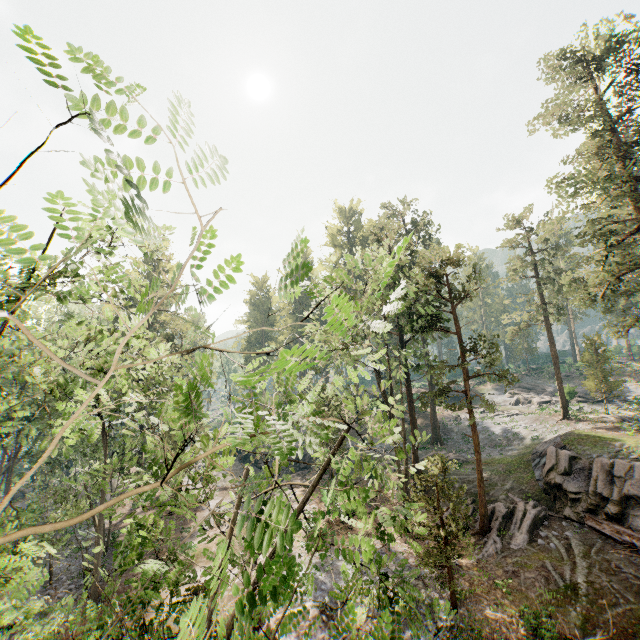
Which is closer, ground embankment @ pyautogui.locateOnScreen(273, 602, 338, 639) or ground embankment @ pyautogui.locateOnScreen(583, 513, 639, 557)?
ground embankment @ pyautogui.locateOnScreen(273, 602, 338, 639)

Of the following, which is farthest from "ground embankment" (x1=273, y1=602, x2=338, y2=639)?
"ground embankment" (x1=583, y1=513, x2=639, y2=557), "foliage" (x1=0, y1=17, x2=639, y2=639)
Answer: "ground embankment" (x1=583, y1=513, x2=639, y2=557)

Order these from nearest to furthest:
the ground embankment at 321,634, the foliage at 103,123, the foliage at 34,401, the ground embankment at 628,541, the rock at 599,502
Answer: the foliage at 103,123 < the foliage at 34,401 < the ground embankment at 321,634 < the ground embankment at 628,541 < the rock at 599,502

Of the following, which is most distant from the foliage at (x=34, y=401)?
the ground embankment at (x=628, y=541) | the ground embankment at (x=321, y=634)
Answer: the ground embankment at (x=628, y=541)

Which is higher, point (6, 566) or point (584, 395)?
point (584, 395)

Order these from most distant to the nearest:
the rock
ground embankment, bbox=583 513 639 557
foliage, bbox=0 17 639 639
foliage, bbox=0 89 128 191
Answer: the rock, ground embankment, bbox=583 513 639 557, foliage, bbox=0 17 639 639, foliage, bbox=0 89 128 191

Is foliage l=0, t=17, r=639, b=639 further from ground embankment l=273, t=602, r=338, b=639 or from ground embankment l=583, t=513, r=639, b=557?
ground embankment l=583, t=513, r=639, b=557
